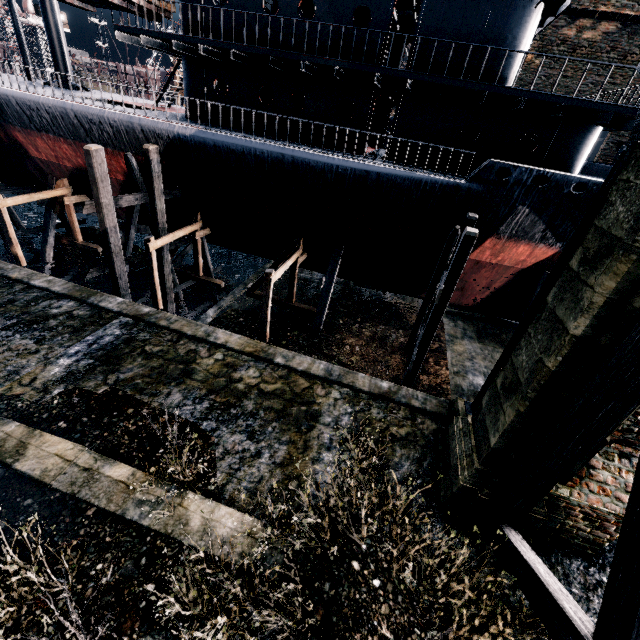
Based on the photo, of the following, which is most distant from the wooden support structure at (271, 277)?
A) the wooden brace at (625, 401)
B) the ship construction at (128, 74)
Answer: the ship construction at (128, 74)

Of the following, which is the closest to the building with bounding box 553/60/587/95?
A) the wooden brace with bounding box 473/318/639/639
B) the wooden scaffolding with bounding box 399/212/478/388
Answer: the wooden brace with bounding box 473/318/639/639

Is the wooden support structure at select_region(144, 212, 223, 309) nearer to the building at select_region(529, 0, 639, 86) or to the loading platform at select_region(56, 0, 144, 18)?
the loading platform at select_region(56, 0, 144, 18)

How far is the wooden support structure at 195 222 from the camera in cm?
1553

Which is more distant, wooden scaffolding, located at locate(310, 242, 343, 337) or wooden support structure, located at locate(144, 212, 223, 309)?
wooden scaffolding, located at locate(310, 242, 343, 337)

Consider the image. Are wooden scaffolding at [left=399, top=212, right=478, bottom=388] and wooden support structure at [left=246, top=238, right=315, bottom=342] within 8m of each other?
yes

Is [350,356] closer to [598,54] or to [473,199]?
[473,199]

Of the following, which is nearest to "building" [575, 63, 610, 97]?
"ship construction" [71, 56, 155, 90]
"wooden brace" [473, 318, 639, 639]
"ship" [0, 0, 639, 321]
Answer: "ship construction" [71, 56, 155, 90]
